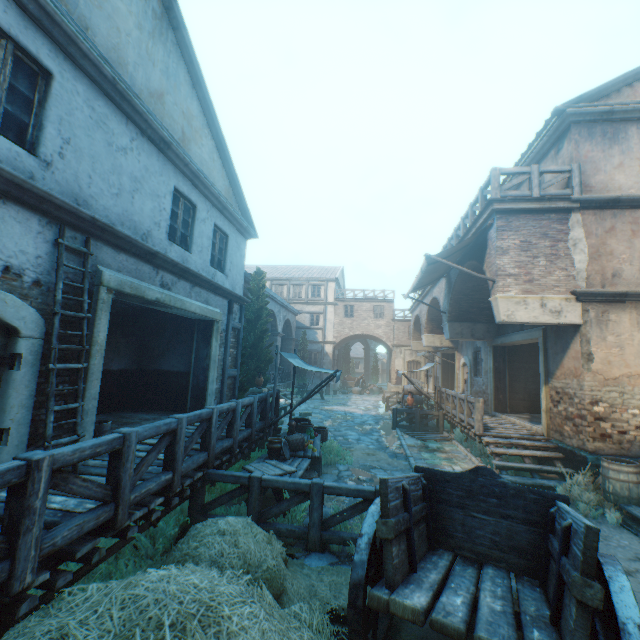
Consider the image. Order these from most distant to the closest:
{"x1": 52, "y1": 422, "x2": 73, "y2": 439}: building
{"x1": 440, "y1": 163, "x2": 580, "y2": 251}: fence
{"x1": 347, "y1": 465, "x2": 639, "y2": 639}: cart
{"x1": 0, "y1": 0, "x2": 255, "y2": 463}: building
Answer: {"x1": 440, "y1": 163, "x2": 580, "y2": 251}: fence
{"x1": 52, "y1": 422, "x2": 73, "y2": 439}: building
{"x1": 0, "y1": 0, "x2": 255, "y2": 463}: building
{"x1": 347, "y1": 465, "x2": 639, "y2": 639}: cart

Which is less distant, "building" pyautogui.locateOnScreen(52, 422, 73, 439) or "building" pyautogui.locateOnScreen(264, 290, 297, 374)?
"building" pyautogui.locateOnScreen(52, 422, 73, 439)

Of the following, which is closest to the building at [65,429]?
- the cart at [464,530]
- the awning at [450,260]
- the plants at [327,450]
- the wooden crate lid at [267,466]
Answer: the awning at [450,260]

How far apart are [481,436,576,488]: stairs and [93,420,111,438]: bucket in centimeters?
876cm

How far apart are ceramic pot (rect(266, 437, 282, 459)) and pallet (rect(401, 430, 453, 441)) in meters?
7.1 m

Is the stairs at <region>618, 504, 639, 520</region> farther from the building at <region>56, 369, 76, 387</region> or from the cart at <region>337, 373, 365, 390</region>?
the cart at <region>337, 373, 365, 390</region>

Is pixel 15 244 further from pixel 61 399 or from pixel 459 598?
pixel 459 598

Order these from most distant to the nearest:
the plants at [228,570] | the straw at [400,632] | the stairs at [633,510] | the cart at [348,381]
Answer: the cart at [348,381] → the stairs at [633,510] → the straw at [400,632] → the plants at [228,570]
